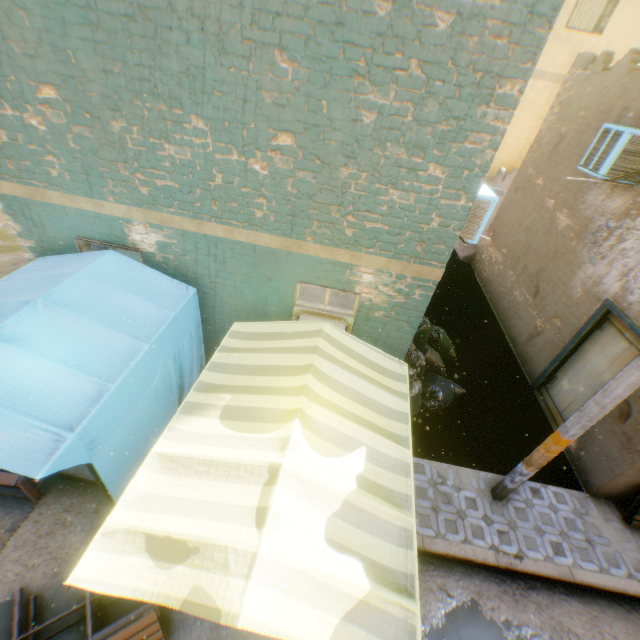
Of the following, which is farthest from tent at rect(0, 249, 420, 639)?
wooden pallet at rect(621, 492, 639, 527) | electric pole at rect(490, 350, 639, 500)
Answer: wooden pallet at rect(621, 492, 639, 527)

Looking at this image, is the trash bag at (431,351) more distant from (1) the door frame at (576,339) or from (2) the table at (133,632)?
(2) the table at (133,632)

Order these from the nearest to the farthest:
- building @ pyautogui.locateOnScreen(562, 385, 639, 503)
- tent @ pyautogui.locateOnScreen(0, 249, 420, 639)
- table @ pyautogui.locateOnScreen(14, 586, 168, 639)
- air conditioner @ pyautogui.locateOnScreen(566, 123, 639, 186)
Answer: tent @ pyautogui.locateOnScreen(0, 249, 420, 639)
table @ pyautogui.locateOnScreen(14, 586, 168, 639)
building @ pyautogui.locateOnScreen(562, 385, 639, 503)
air conditioner @ pyautogui.locateOnScreen(566, 123, 639, 186)

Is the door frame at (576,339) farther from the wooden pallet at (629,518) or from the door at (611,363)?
the wooden pallet at (629,518)

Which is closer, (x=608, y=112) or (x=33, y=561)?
(x=33, y=561)

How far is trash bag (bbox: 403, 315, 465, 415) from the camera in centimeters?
609cm

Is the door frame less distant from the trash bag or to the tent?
the trash bag

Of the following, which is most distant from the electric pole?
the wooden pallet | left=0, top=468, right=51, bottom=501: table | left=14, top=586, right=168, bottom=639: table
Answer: left=0, top=468, right=51, bottom=501: table
